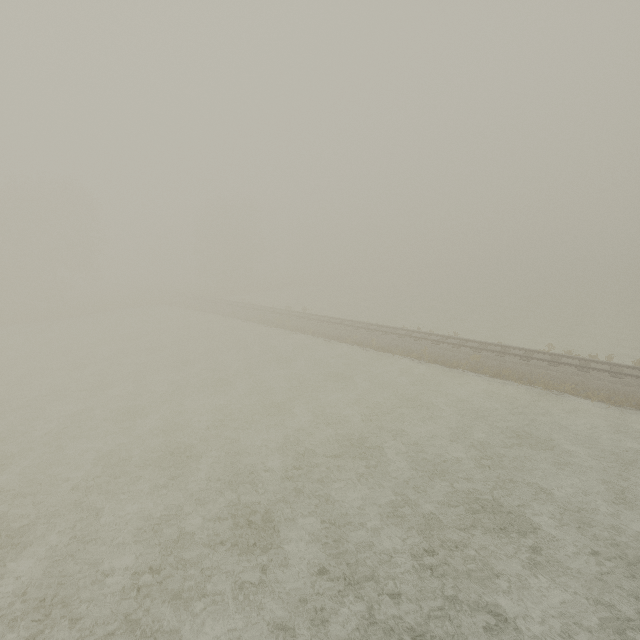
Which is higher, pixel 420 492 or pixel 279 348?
pixel 420 492
